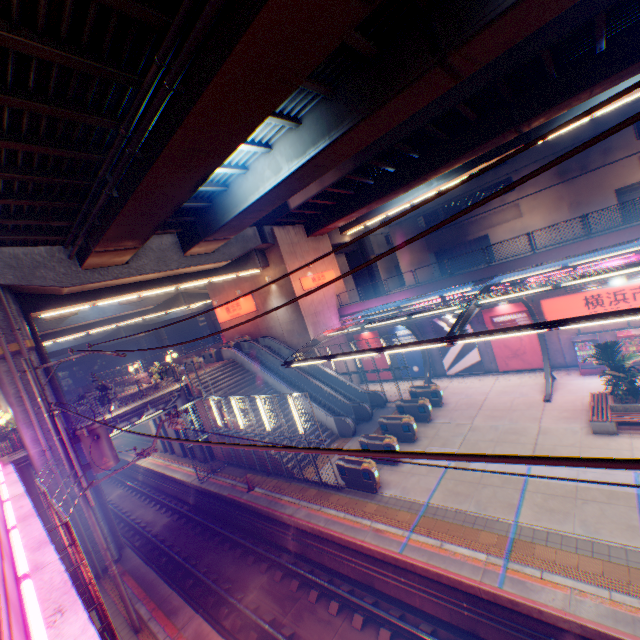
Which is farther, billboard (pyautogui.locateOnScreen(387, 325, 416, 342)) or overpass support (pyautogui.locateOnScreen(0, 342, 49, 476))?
billboard (pyautogui.locateOnScreen(387, 325, 416, 342))

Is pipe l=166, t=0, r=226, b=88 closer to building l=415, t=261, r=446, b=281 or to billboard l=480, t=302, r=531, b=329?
billboard l=480, t=302, r=531, b=329

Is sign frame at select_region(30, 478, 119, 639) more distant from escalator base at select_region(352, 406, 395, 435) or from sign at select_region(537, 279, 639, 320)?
sign at select_region(537, 279, 639, 320)

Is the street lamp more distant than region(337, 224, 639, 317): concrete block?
No

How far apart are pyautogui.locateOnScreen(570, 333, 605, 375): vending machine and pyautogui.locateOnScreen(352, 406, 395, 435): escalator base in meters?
10.2 m

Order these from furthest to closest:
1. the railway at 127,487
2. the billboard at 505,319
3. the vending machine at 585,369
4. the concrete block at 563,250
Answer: the billboard at 505,319 < the vending machine at 585,369 < the concrete block at 563,250 < the railway at 127,487

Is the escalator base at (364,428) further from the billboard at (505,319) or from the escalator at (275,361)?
the billboard at (505,319)

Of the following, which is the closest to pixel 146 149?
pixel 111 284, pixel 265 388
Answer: pixel 111 284
